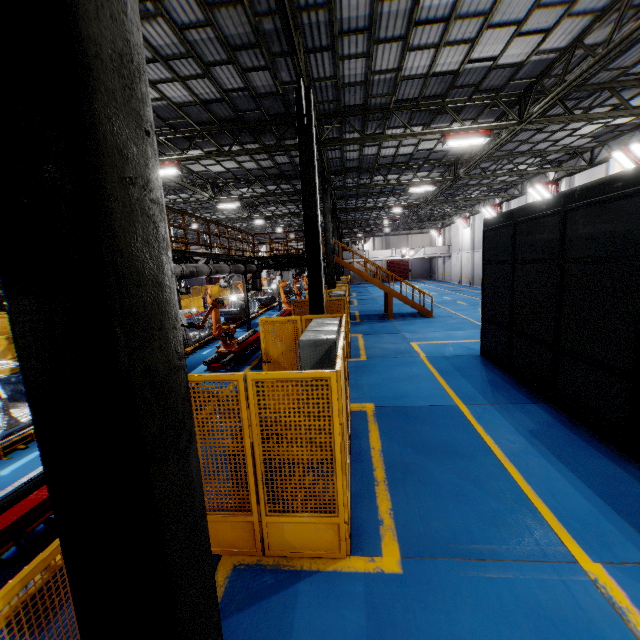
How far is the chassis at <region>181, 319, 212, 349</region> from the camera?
13.0 meters

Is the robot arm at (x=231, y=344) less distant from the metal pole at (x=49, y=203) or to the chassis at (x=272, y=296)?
the chassis at (x=272, y=296)

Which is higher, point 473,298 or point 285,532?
point 285,532

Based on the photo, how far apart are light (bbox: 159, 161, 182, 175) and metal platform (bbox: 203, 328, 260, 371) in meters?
7.5

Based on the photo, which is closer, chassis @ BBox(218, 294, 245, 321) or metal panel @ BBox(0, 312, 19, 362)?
metal panel @ BBox(0, 312, 19, 362)

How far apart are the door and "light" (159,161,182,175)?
47.22m

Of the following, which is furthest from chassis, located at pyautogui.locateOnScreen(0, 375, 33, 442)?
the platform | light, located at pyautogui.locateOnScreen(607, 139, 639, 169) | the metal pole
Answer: light, located at pyautogui.locateOnScreen(607, 139, 639, 169)

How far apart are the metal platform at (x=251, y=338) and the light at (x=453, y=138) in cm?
1052
